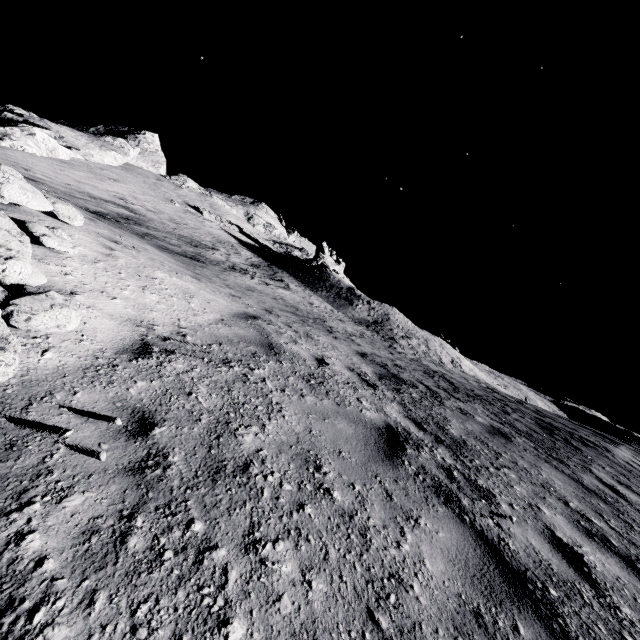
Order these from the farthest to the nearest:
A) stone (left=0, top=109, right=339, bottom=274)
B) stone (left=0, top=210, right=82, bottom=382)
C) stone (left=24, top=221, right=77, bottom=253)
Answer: stone (left=0, top=109, right=339, bottom=274)
stone (left=24, top=221, right=77, bottom=253)
stone (left=0, top=210, right=82, bottom=382)

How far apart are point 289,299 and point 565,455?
13.75m

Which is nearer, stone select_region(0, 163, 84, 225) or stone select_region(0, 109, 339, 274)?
stone select_region(0, 163, 84, 225)

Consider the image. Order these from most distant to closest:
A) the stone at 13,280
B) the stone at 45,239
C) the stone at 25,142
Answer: the stone at 25,142, the stone at 45,239, the stone at 13,280

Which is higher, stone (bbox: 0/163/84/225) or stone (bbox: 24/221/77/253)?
stone (bbox: 0/163/84/225)

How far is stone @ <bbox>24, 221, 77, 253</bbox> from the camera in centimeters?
371cm

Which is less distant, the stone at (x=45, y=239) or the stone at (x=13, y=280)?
the stone at (x=13, y=280)
